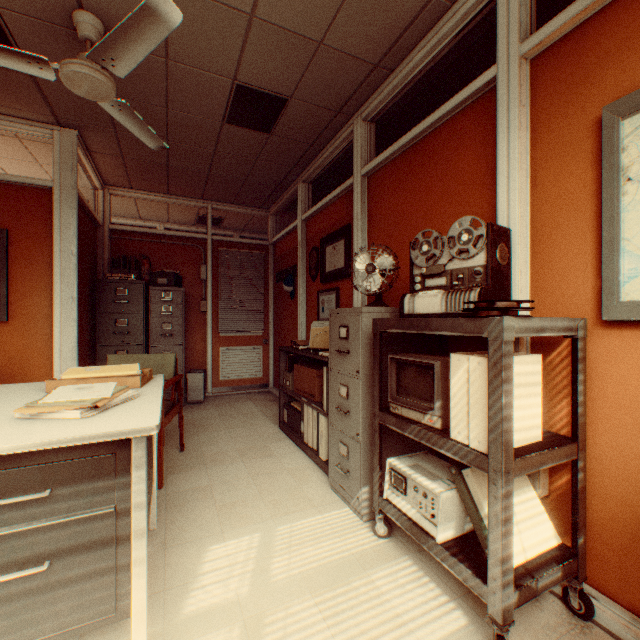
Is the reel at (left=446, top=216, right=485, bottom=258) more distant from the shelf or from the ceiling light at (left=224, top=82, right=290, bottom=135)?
the ceiling light at (left=224, top=82, right=290, bottom=135)

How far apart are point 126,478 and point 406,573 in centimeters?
154cm

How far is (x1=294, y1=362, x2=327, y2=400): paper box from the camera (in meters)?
3.32

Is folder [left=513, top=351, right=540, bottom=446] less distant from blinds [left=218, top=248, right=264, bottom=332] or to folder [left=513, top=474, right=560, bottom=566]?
folder [left=513, top=474, right=560, bottom=566]

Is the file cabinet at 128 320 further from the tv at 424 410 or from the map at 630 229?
the map at 630 229

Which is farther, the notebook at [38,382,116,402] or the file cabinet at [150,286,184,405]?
Answer: the file cabinet at [150,286,184,405]

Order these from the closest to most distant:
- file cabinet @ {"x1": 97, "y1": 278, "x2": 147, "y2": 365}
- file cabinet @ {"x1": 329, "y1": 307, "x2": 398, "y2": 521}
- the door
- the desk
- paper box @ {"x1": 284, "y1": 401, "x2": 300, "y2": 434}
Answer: the desk, file cabinet @ {"x1": 329, "y1": 307, "x2": 398, "y2": 521}, paper box @ {"x1": 284, "y1": 401, "x2": 300, "y2": 434}, file cabinet @ {"x1": 97, "y1": 278, "x2": 147, "y2": 365}, the door

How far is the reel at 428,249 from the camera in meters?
1.9
